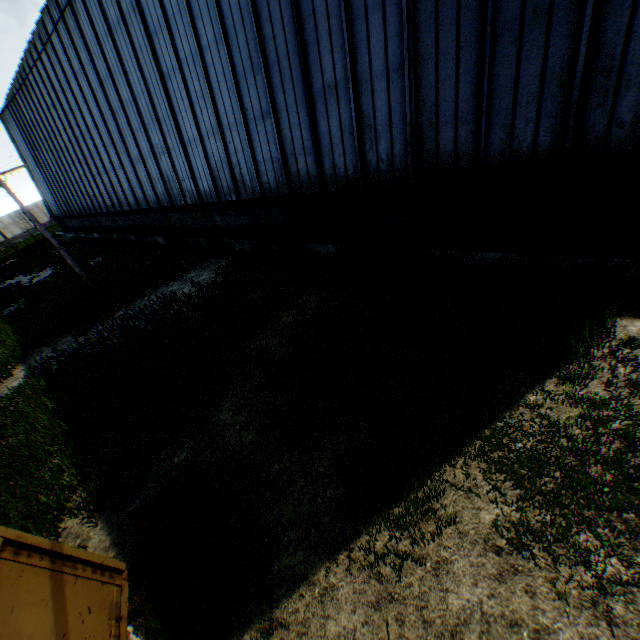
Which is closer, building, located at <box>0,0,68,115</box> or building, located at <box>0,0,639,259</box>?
building, located at <box>0,0,639,259</box>

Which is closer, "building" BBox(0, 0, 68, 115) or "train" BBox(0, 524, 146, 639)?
"train" BBox(0, 524, 146, 639)

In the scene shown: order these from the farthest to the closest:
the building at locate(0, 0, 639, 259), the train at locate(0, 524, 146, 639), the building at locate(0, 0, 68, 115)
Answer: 1. the building at locate(0, 0, 68, 115)
2. the building at locate(0, 0, 639, 259)
3. the train at locate(0, 524, 146, 639)

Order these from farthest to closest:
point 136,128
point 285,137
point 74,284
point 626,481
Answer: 1. point 74,284
2. point 136,128
3. point 285,137
4. point 626,481

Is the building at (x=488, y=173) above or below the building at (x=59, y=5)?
below

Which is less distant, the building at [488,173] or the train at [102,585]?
the train at [102,585]

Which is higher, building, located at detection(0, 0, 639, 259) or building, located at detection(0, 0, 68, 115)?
building, located at detection(0, 0, 68, 115)
